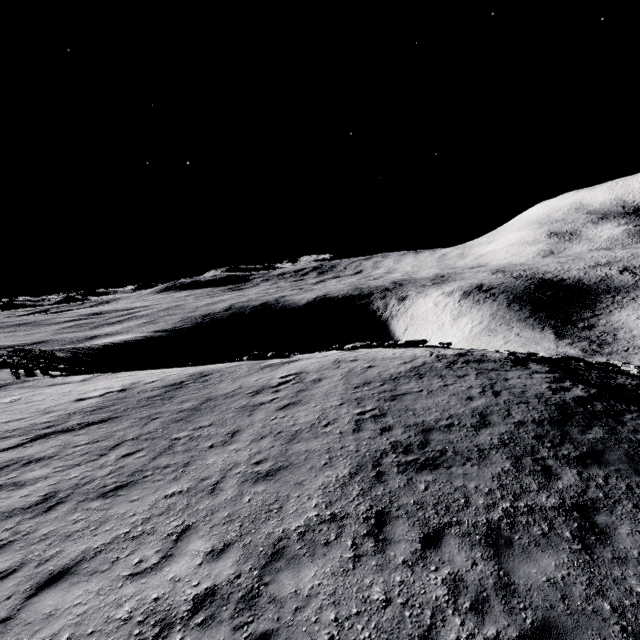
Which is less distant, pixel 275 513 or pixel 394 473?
pixel 275 513
